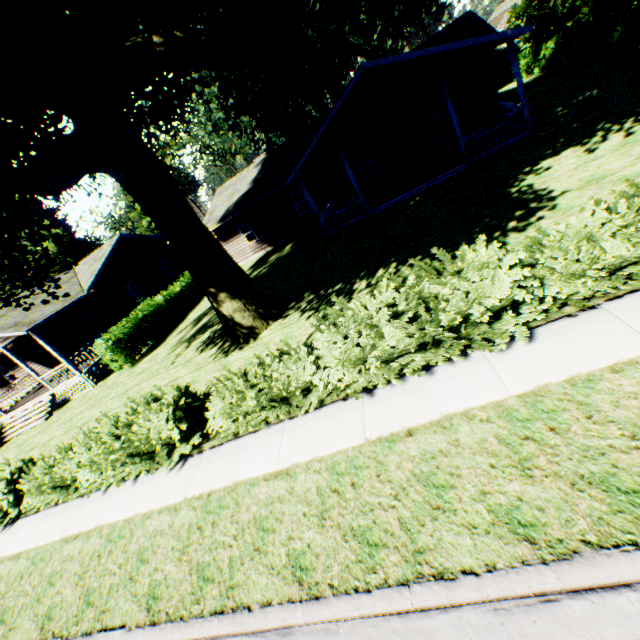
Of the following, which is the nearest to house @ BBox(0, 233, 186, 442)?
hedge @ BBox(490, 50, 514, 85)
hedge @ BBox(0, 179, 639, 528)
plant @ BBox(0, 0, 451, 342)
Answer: plant @ BBox(0, 0, 451, 342)

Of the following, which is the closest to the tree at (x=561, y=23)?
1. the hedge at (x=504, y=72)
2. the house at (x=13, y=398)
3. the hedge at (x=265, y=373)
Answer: the hedge at (x=265, y=373)

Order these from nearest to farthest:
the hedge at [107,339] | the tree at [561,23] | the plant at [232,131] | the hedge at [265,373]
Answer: the hedge at [265,373] → the plant at [232,131] → the hedge at [107,339] → the tree at [561,23]

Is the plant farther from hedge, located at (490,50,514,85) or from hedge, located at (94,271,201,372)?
hedge, located at (490,50,514,85)

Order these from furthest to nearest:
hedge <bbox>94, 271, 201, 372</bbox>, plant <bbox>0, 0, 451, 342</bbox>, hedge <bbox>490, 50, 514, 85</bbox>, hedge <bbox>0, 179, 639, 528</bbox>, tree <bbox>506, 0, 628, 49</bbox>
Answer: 1. hedge <bbox>490, 50, 514, 85</bbox>
2. tree <bbox>506, 0, 628, 49</bbox>
3. hedge <bbox>94, 271, 201, 372</bbox>
4. plant <bbox>0, 0, 451, 342</bbox>
5. hedge <bbox>0, 179, 639, 528</bbox>

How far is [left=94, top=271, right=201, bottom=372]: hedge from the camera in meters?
17.3 m

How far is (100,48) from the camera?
7.03m

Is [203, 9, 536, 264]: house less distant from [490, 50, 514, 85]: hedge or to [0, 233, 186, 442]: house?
[0, 233, 186, 442]: house
